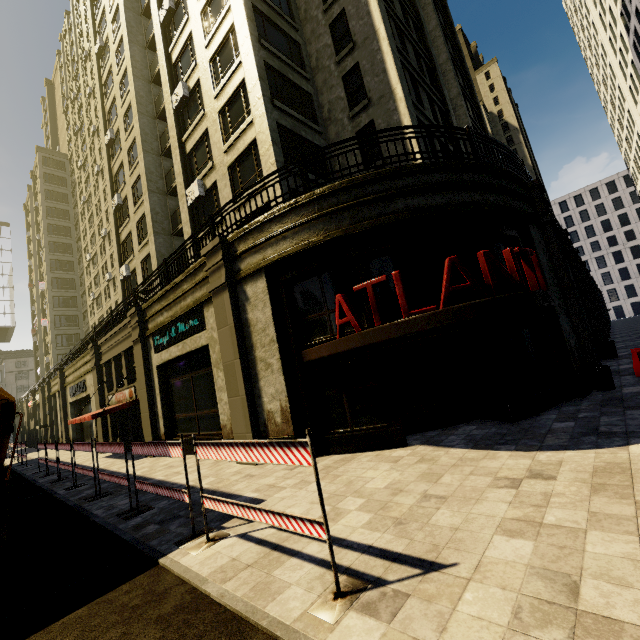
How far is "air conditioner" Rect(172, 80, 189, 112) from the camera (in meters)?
17.50

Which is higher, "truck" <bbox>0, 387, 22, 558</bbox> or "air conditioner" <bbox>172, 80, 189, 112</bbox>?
"air conditioner" <bbox>172, 80, 189, 112</bbox>

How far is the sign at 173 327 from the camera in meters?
11.8

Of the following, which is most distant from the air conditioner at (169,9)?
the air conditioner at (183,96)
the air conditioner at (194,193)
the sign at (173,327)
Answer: the sign at (173,327)

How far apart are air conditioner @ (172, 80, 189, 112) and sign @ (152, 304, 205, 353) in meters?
12.9

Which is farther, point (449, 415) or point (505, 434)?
point (449, 415)

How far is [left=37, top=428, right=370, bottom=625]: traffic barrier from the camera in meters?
3.3

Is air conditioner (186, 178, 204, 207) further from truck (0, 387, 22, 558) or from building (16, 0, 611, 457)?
truck (0, 387, 22, 558)
